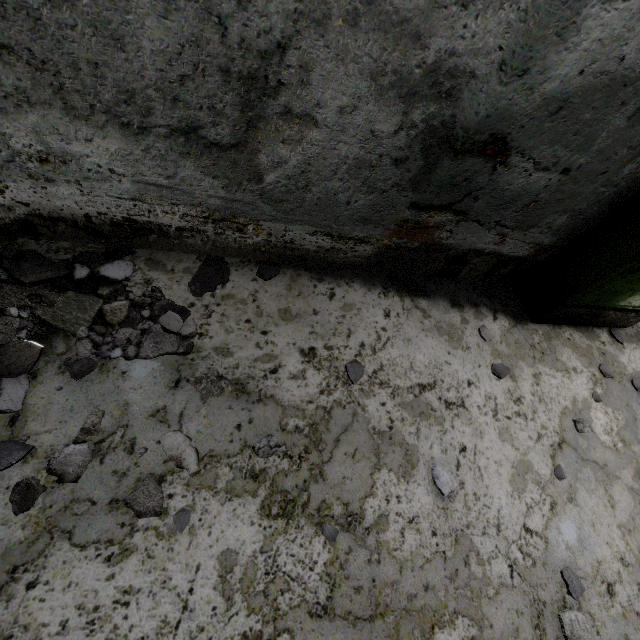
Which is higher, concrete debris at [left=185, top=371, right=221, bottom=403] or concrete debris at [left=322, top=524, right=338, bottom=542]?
concrete debris at [left=322, top=524, right=338, bottom=542]

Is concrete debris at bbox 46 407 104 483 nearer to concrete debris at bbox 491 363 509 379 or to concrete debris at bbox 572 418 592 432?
concrete debris at bbox 491 363 509 379

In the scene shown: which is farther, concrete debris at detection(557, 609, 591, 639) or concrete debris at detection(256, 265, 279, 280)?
concrete debris at detection(256, 265, 279, 280)

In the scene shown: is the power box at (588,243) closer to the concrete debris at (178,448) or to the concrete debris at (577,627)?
the concrete debris at (577,627)

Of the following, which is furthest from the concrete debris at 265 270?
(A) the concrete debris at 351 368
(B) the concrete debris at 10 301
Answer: (A) the concrete debris at 351 368

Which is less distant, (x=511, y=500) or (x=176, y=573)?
(x=176, y=573)

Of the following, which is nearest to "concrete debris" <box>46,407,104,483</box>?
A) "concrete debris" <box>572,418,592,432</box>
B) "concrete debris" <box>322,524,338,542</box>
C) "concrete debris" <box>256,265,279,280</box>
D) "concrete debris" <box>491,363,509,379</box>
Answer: "concrete debris" <box>256,265,279,280</box>

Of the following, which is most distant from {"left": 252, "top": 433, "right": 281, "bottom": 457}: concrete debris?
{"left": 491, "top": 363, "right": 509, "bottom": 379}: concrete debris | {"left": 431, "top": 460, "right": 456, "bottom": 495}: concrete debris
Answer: {"left": 491, "top": 363, "right": 509, "bottom": 379}: concrete debris
